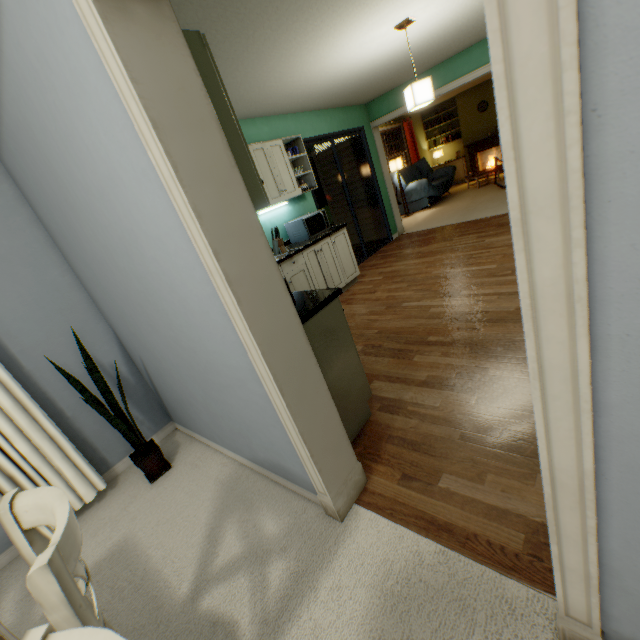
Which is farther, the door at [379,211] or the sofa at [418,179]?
the sofa at [418,179]

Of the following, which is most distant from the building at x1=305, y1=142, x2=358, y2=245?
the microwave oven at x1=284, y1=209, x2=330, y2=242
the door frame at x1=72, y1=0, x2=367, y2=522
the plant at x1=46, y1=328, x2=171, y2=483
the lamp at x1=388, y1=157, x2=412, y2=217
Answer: the door frame at x1=72, y1=0, x2=367, y2=522

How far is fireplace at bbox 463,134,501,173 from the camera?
9.5m

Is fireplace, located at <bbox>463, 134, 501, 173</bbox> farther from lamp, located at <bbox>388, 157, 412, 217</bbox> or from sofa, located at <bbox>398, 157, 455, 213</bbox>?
lamp, located at <bbox>388, 157, 412, 217</bbox>

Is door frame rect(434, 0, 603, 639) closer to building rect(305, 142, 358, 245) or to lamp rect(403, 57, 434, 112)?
lamp rect(403, 57, 434, 112)

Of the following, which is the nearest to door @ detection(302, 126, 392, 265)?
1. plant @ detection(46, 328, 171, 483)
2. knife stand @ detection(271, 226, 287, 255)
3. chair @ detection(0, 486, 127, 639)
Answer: knife stand @ detection(271, 226, 287, 255)

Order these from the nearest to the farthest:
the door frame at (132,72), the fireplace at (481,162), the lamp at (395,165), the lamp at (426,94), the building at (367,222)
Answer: the door frame at (132,72) < the lamp at (426,94) < the building at (367,222) < the lamp at (395,165) < the fireplace at (481,162)

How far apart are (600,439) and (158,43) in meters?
1.5
